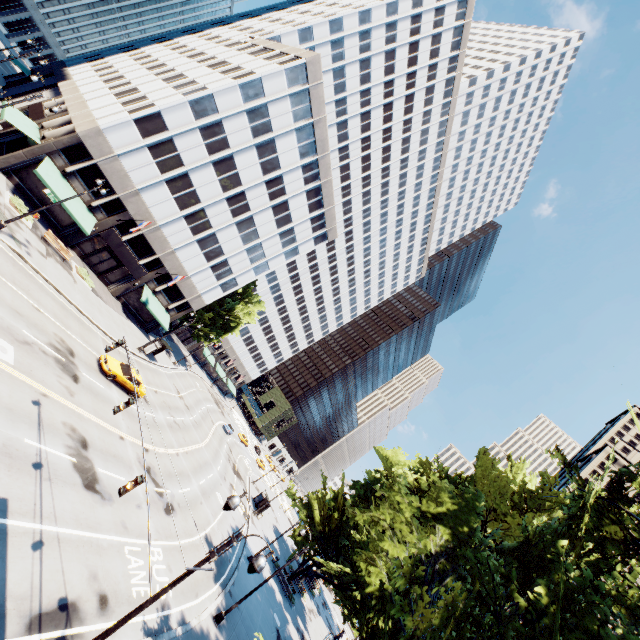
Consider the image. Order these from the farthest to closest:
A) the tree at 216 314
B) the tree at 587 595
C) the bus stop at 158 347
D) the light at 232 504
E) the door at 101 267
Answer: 1. the tree at 216 314
2. the bus stop at 158 347
3. the door at 101 267
4. the light at 232 504
5. the tree at 587 595

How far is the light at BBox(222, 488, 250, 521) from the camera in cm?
1010

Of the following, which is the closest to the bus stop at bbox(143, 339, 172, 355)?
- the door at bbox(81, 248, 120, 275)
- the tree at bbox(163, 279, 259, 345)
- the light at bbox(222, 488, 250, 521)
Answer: the tree at bbox(163, 279, 259, 345)

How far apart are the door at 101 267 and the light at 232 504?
36.0m

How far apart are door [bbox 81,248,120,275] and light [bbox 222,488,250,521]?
36.0 meters

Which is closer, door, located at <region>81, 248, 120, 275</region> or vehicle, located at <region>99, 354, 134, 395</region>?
vehicle, located at <region>99, 354, 134, 395</region>

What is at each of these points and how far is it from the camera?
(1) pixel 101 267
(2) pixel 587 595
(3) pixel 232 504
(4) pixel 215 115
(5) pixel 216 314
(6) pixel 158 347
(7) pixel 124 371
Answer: (1) door, 37.2m
(2) tree, 7.7m
(3) light, 10.1m
(4) building, 33.5m
(5) tree, 54.3m
(6) bus stop, 38.5m
(7) vehicle, 26.2m

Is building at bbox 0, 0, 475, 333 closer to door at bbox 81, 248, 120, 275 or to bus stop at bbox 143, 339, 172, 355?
door at bbox 81, 248, 120, 275
